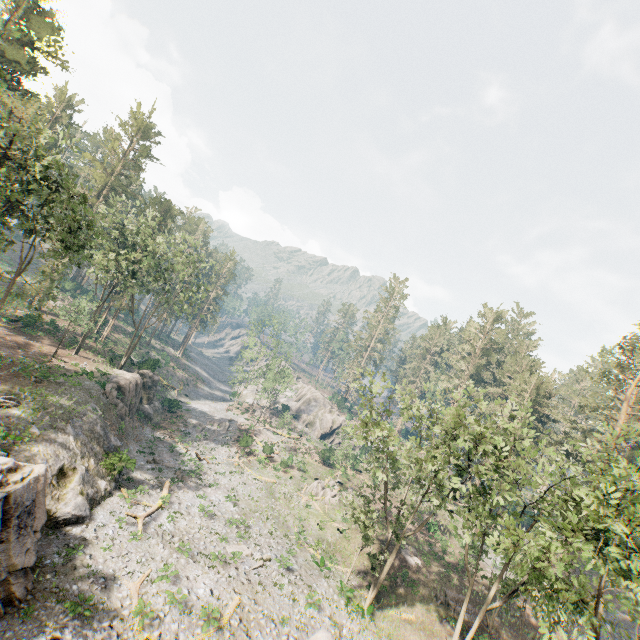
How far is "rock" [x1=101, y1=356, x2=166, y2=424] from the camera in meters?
34.8

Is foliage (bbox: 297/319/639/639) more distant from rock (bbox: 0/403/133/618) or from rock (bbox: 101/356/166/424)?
rock (bbox: 101/356/166/424)

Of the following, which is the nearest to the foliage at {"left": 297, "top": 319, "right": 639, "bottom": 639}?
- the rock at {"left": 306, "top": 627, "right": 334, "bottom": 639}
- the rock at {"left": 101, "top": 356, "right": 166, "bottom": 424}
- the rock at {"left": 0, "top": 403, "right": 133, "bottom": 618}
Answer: the rock at {"left": 306, "top": 627, "right": 334, "bottom": 639}

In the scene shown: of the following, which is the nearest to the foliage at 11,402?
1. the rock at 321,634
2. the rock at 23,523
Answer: the rock at 321,634

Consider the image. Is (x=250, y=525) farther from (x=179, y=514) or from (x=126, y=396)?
(x=126, y=396)

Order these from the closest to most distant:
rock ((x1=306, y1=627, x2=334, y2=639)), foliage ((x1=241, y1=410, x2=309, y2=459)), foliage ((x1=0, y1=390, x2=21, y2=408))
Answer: rock ((x1=306, y1=627, x2=334, y2=639)) < foliage ((x1=0, y1=390, x2=21, y2=408)) < foliage ((x1=241, y1=410, x2=309, y2=459))

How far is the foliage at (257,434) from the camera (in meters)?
44.62

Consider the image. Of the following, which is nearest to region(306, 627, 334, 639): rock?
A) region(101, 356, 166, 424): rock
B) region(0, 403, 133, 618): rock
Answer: region(0, 403, 133, 618): rock
